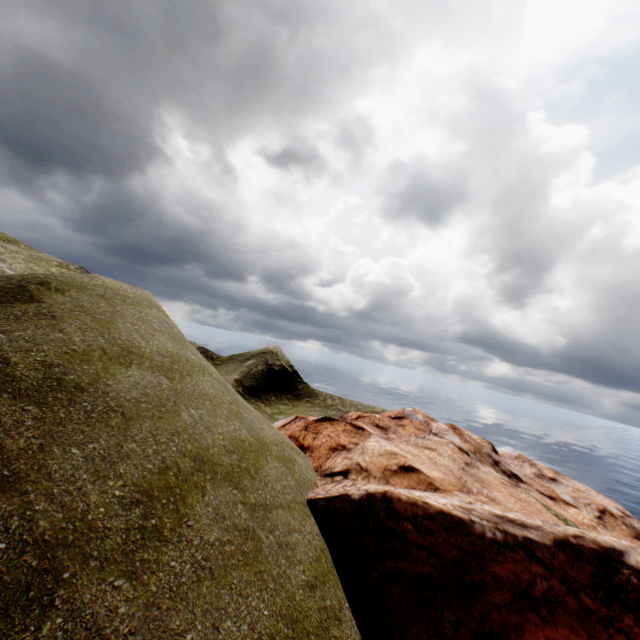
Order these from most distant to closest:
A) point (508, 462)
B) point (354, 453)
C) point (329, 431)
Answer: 1. point (508, 462)
2. point (329, 431)
3. point (354, 453)
